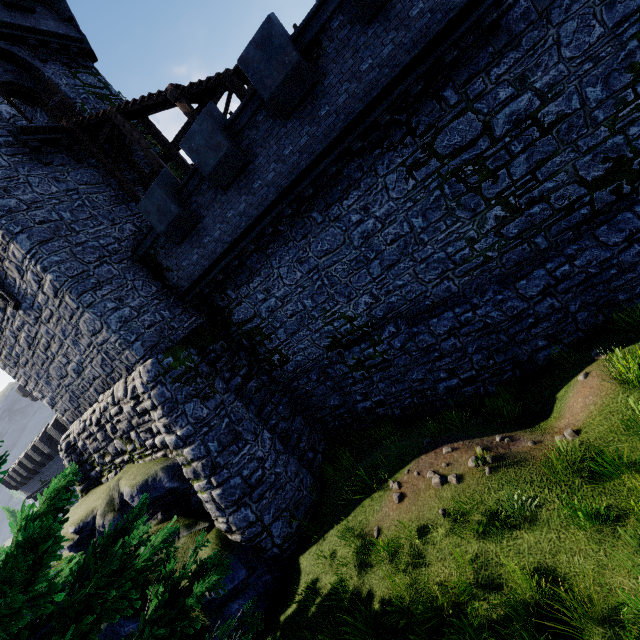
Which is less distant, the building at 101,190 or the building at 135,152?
the building at 101,190

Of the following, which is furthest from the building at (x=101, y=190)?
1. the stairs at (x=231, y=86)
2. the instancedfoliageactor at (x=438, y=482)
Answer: the instancedfoliageactor at (x=438, y=482)

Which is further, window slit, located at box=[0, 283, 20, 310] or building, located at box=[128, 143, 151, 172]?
building, located at box=[128, 143, 151, 172]

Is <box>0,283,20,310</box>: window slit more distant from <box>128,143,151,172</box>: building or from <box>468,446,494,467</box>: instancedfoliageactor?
<box>468,446,494,467</box>: instancedfoliageactor

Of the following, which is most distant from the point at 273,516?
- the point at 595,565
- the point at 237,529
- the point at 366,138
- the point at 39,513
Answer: the point at 366,138

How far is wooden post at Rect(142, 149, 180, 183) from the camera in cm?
1288

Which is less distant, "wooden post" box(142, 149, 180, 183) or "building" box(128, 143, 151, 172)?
"wooden post" box(142, 149, 180, 183)

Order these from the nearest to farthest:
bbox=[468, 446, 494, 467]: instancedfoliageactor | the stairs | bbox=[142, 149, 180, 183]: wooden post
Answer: bbox=[468, 446, 494, 467]: instancedfoliageactor < the stairs < bbox=[142, 149, 180, 183]: wooden post
